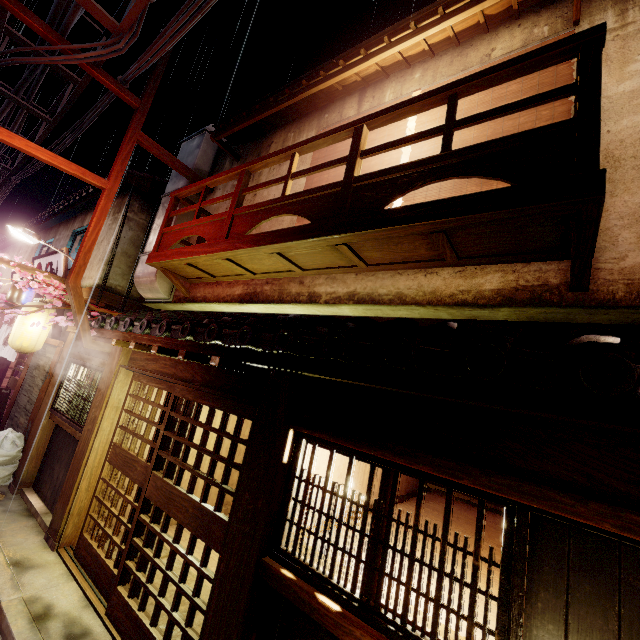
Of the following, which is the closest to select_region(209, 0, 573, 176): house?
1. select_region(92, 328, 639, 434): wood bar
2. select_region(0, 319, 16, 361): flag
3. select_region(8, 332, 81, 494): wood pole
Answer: select_region(92, 328, 639, 434): wood bar

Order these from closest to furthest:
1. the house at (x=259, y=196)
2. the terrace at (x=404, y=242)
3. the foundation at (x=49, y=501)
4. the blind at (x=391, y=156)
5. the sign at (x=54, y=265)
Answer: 1. the terrace at (x=404, y=242)
2. the blind at (x=391, y=156)
3. the foundation at (x=49, y=501)
4. the house at (x=259, y=196)
5. the sign at (x=54, y=265)

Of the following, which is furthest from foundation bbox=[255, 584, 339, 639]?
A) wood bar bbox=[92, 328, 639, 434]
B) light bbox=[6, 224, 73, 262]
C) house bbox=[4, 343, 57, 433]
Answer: light bbox=[6, 224, 73, 262]

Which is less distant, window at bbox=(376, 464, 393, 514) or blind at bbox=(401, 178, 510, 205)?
window at bbox=(376, 464, 393, 514)

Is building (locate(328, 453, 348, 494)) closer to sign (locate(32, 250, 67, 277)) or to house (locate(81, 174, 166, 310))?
house (locate(81, 174, 166, 310))

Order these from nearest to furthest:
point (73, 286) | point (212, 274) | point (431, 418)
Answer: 1. point (431, 418)
2. point (73, 286)
3. point (212, 274)

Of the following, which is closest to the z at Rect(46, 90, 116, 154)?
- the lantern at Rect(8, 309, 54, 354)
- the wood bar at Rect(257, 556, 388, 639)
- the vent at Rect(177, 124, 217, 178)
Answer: the vent at Rect(177, 124, 217, 178)

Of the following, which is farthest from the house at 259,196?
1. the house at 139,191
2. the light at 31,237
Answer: the light at 31,237
